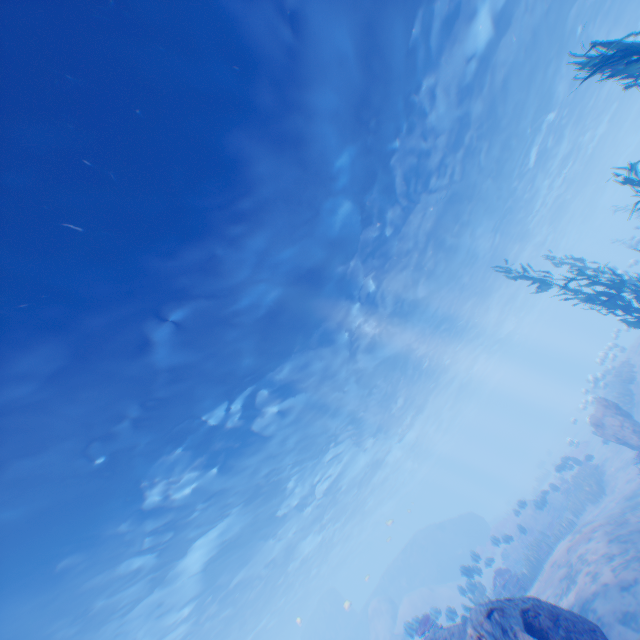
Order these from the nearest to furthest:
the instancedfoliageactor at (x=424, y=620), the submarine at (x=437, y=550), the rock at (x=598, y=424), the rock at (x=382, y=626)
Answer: the instancedfoliageactor at (x=424, y=620), the rock at (x=598, y=424), the rock at (x=382, y=626), the submarine at (x=437, y=550)

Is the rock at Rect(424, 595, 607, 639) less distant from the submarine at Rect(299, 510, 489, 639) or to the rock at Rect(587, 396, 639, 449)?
the submarine at Rect(299, 510, 489, 639)

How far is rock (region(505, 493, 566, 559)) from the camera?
17.95m

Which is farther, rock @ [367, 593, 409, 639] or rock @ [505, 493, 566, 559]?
rock @ [367, 593, 409, 639]

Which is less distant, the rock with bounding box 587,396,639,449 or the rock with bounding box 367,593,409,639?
the rock with bounding box 587,396,639,449

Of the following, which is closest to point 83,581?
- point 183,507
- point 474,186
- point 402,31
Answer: point 183,507

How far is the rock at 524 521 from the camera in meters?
18.0

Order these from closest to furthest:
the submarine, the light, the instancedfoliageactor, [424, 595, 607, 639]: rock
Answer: [424, 595, 607, 639]: rock, the light, the instancedfoliageactor, the submarine
